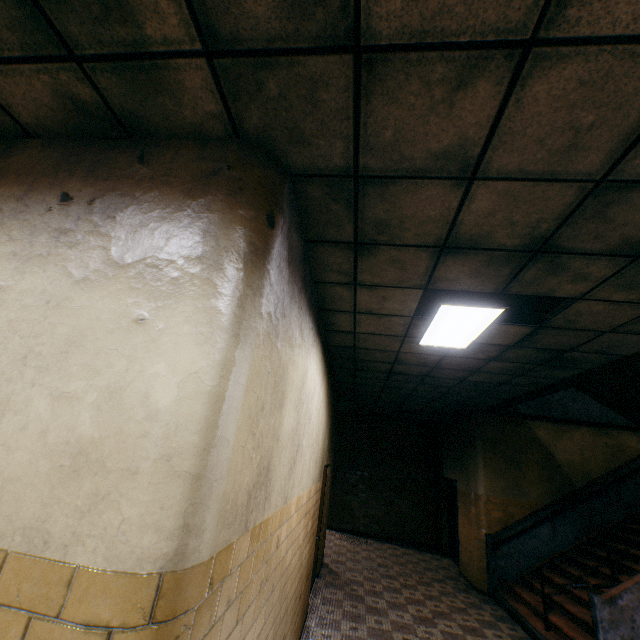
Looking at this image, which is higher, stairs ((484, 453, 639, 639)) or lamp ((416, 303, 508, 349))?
lamp ((416, 303, 508, 349))

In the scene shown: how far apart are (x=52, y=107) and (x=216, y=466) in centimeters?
212cm

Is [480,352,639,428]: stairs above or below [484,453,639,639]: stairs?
above

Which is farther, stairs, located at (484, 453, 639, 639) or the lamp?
stairs, located at (484, 453, 639, 639)

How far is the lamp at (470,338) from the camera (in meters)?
3.31

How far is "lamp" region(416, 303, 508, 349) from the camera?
3.31m

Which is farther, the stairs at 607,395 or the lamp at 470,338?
the stairs at 607,395
